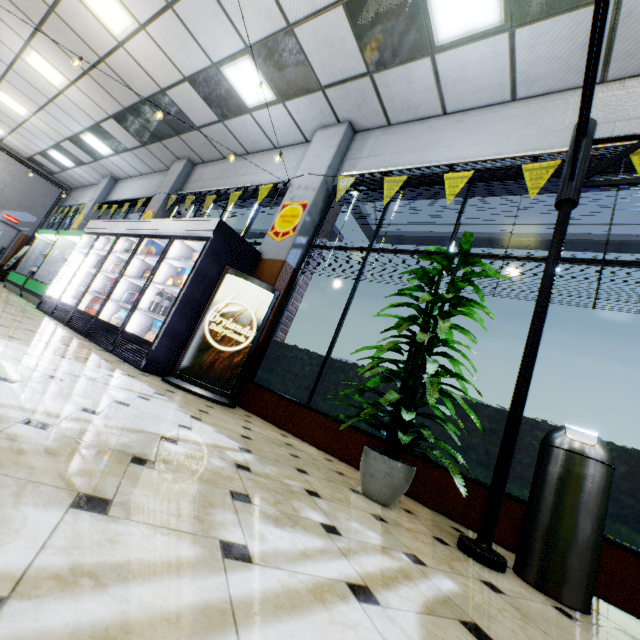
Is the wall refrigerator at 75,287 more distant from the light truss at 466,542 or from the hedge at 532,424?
the light truss at 466,542

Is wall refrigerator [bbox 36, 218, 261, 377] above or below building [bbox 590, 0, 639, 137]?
below

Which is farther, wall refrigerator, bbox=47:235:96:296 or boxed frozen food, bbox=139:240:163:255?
wall refrigerator, bbox=47:235:96:296

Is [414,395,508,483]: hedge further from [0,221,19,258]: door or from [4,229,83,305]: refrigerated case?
[0,221,19,258]: door

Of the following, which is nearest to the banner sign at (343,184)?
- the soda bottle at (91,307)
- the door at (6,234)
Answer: the soda bottle at (91,307)

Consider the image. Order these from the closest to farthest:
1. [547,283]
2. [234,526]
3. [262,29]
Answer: [234,526] → [547,283] → [262,29]

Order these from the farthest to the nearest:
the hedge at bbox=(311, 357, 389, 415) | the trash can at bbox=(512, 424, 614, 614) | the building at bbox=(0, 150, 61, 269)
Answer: the building at bbox=(0, 150, 61, 269) < the hedge at bbox=(311, 357, 389, 415) < the trash can at bbox=(512, 424, 614, 614)

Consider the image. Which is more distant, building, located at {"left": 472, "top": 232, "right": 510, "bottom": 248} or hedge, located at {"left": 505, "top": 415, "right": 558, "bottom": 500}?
building, located at {"left": 472, "top": 232, "right": 510, "bottom": 248}
